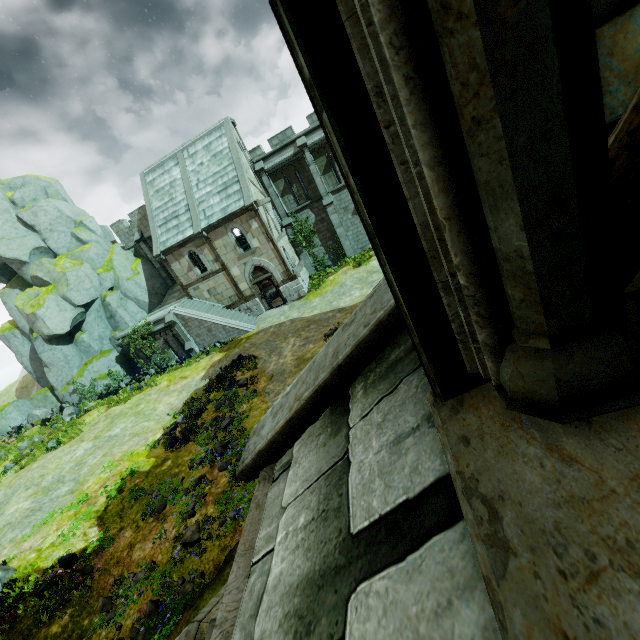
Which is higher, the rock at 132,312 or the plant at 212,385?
the rock at 132,312

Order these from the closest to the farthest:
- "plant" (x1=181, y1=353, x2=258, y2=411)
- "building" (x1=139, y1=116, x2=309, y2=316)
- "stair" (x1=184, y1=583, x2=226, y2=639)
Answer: "stair" (x1=184, y1=583, x2=226, y2=639), "plant" (x1=181, y1=353, x2=258, y2=411), "building" (x1=139, y1=116, x2=309, y2=316)

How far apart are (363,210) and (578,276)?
0.6m

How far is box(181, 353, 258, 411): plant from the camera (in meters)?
16.55

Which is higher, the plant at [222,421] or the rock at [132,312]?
the rock at [132,312]

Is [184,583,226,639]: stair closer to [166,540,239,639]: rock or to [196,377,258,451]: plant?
[166,540,239,639]: rock

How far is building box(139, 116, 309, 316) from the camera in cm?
2247

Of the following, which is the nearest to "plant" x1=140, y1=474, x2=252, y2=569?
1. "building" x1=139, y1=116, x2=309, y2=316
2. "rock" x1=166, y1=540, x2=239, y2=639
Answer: "rock" x1=166, y1=540, x2=239, y2=639
